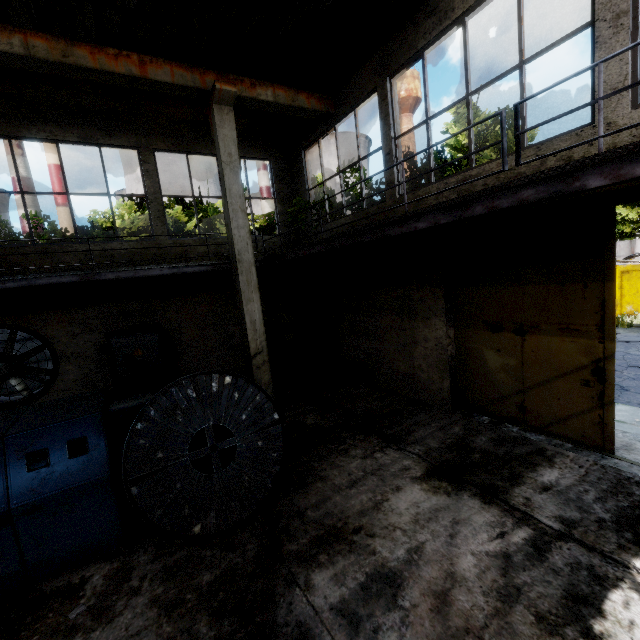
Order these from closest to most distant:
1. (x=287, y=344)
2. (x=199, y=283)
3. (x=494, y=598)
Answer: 1. (x=494, y=598)
2. (x=199, y=283)
3. (x=287, y=344)

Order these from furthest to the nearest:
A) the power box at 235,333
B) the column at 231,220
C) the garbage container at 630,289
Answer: the garbage container at 630,289
the power box at 235,333
the column at 231,220

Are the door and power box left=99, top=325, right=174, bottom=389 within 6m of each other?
no

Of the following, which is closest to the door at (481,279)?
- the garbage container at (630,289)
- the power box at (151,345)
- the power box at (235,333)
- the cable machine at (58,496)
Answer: the cable machine at (58,496)

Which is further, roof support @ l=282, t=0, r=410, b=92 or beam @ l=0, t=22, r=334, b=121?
roof support @ l=282, t=0, r=410, b=92

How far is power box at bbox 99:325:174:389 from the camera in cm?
870

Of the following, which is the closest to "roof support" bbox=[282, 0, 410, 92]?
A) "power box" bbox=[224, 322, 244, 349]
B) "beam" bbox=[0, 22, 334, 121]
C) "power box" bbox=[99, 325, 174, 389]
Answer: "beam" bbox=[0, 22, 334, 121]

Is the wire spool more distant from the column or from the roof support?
the roof support
